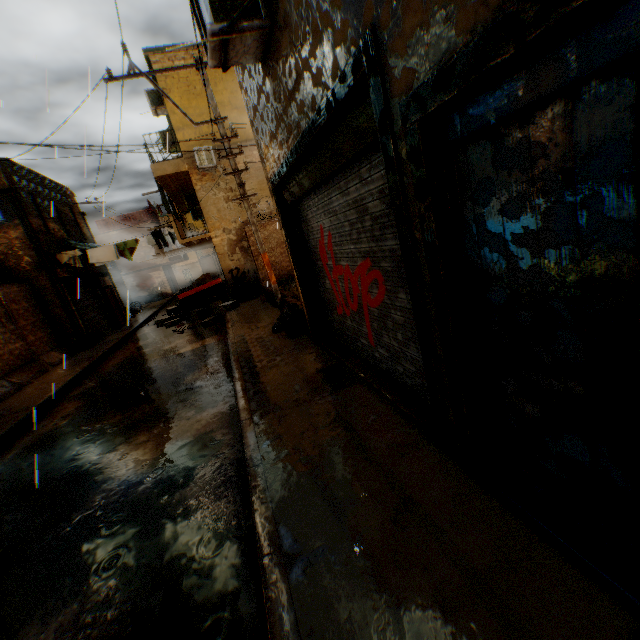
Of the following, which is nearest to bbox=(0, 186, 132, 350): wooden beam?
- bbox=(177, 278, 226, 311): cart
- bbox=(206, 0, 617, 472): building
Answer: bbox=(206, 0, 617, 472): building

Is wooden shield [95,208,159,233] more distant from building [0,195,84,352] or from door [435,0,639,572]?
door [435,0,639,572]

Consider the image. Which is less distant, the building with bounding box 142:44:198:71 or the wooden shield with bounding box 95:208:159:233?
the building with bounding box 142:44:198:71

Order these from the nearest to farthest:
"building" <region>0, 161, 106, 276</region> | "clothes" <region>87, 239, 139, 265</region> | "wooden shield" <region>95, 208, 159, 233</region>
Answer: "building" <region>0, 161, 106, 276</region> < "clothes" <region>87, 239, 139, 265</region> < "wooden shield" <region>95, 208, 159, 233</region>

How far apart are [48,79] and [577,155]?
5.9m

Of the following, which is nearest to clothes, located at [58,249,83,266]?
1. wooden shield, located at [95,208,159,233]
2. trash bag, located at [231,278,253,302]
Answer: trash bag, located at [231,278,253,302]

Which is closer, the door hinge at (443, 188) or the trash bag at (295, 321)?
the door hinge at (443, 188)

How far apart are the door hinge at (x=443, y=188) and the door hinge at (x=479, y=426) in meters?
1.5 m
